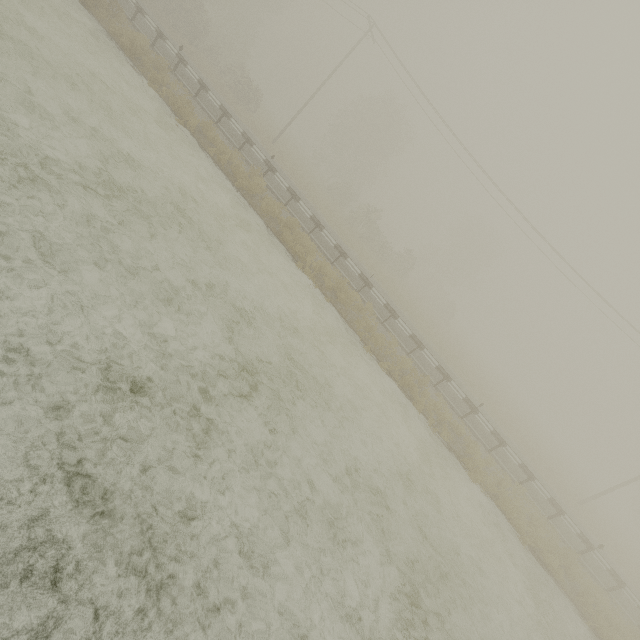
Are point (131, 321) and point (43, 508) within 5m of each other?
yes
